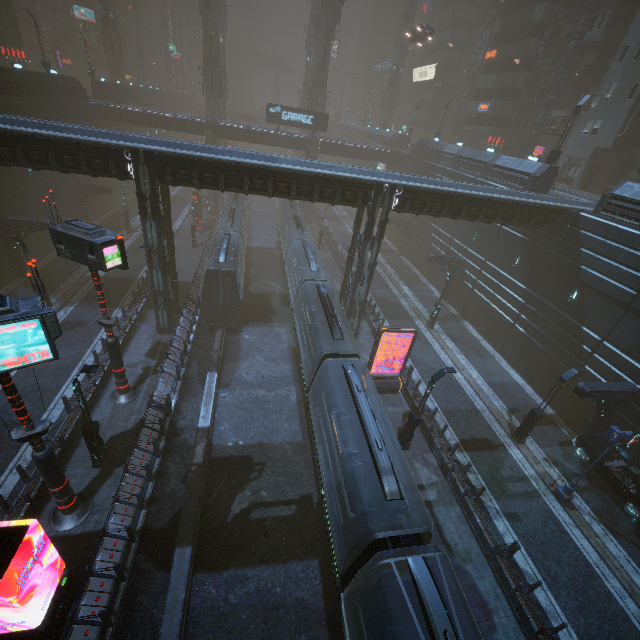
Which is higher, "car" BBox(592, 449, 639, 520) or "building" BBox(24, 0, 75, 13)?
"building" BBox(24, 0, 75, 13)

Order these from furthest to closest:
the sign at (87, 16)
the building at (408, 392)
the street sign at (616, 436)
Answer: the sign at (87, 16)
the building at (408, 392)
the street sign at (616, 436)

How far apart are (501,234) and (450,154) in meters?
14.1 m

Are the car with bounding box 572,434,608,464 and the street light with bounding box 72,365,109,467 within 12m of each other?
no

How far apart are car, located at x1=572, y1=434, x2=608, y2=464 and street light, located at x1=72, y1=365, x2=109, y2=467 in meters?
23.9

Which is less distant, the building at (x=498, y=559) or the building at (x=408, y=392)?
the building at (x=498, y=559)

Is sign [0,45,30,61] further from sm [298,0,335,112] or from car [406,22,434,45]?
car [406,22,434,45]

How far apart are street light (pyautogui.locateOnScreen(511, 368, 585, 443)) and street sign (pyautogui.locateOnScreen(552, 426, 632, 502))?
2.8 meters
